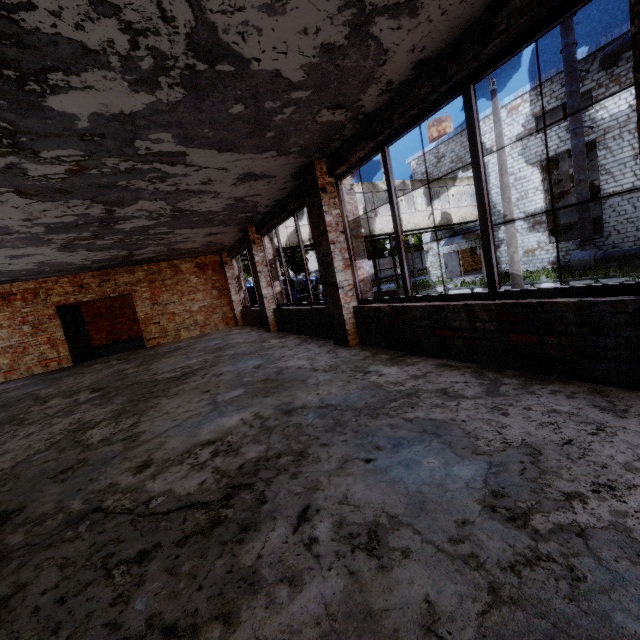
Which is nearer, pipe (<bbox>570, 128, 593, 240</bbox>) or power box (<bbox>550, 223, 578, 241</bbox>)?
pipe (<bbox>570, 128, 593, 240</bbox>)

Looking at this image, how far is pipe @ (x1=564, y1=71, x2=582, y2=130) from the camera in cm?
1645

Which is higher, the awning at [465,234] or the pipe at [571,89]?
the pipe at [571,89]

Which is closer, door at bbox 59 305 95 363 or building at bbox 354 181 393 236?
door at bbox 59 305 95 363

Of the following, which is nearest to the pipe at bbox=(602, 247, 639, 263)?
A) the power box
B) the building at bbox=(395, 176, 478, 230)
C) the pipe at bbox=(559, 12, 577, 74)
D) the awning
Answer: the pipe at bbox=(559, 12, 577, 74)

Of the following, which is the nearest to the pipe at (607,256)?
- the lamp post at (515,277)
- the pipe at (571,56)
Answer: the pipe at (571,56)

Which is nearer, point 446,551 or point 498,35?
point 446,551

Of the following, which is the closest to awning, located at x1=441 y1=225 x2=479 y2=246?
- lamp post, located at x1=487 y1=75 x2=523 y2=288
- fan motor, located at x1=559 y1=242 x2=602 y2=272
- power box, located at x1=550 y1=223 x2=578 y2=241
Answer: power box, located at x1=550 y1=223 x2=578 y2=241
